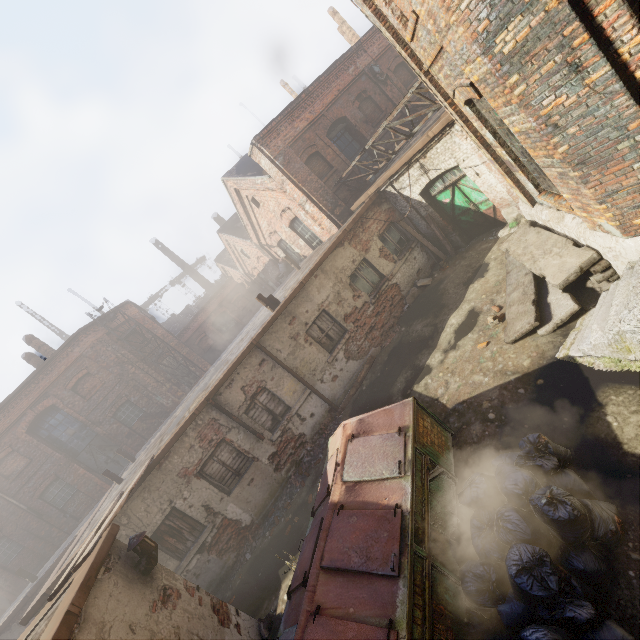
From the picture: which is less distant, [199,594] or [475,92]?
[475,92]

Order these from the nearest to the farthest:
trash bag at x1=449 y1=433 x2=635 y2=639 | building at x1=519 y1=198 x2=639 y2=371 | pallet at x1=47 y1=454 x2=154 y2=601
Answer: trash bag at x1=449 y1=433 x2=635 y2=639 < building at x1=519 y1=198 x2=639 y2=371 < pallet at x1=47 y1=454 x2=154 y2=601

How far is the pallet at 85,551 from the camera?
5.18m

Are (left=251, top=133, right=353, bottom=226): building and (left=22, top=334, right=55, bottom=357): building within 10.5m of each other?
no

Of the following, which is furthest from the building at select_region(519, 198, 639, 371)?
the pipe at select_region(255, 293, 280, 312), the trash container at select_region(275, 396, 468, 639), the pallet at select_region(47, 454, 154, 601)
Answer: the pallet at select_region(47, 454, 154, 601)

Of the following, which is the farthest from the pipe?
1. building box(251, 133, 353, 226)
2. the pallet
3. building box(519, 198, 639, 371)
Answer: building box(519, 198, 639, 371)

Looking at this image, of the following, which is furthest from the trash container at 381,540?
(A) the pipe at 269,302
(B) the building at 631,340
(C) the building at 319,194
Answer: (C) the building at 319,194

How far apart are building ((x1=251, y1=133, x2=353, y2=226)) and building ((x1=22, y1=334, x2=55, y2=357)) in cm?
Result: 1707
